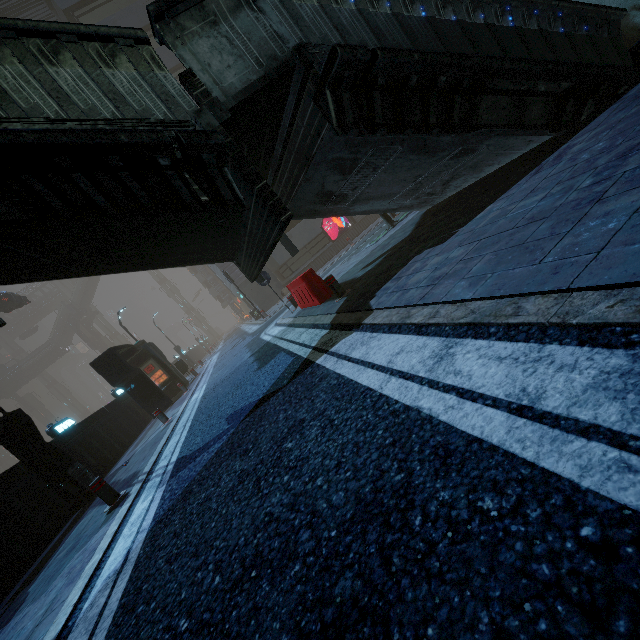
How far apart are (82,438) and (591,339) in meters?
14.2

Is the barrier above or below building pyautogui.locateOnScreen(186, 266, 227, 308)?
below

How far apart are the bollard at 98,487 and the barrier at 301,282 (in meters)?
5.77

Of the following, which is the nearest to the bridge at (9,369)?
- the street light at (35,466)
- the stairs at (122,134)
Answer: the stairs at (122,134)

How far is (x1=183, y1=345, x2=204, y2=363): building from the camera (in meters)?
40.34

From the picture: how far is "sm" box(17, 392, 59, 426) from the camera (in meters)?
57.84

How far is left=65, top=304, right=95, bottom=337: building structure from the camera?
54.2m

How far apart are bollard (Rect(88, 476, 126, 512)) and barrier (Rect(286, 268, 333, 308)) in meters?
5.8 m
